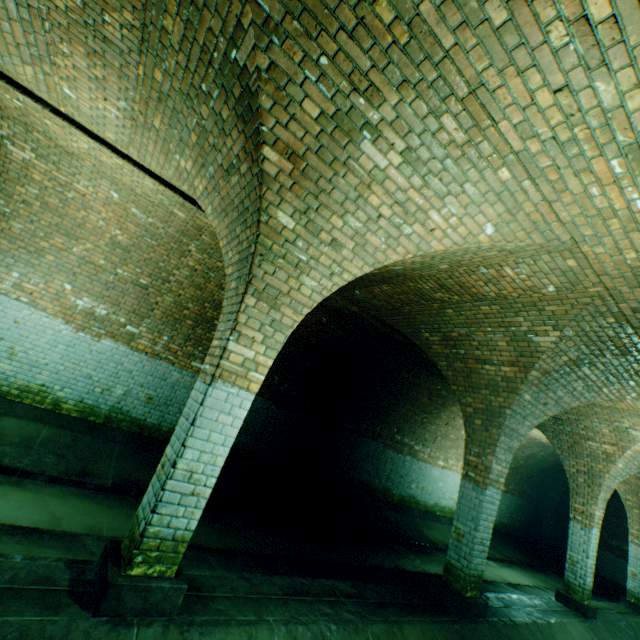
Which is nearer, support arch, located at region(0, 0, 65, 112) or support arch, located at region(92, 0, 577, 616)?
support arch, located at region(92, 0, 577, 616)

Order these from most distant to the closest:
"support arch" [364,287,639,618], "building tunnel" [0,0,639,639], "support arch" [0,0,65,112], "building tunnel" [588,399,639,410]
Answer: "building tunnel" [588,399,639,410] → "support arch" [364,287,639,618] → "support arch" [0,0,65,112] → "building tunnel" [0,0,639,639]

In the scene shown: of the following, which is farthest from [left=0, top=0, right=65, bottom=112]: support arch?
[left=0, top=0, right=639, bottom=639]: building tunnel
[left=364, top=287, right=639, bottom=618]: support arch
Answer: [left=364, top=287, right=639, bottom=618]: support arch

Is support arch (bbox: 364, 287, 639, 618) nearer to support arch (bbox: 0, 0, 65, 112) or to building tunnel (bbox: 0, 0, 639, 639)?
building tunnel (bbox: 0, 0, 639, 639)

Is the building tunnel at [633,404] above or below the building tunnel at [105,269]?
above

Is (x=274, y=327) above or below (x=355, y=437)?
above

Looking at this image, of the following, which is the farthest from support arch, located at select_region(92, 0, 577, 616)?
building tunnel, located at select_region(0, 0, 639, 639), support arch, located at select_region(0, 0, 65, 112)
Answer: support arch, located at select_region(0, 0, 65, 112)

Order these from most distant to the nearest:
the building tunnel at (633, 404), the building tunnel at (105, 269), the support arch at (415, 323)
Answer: the building tunnel at (633, 404)
the support arch at (415, 323)
the building tunnel at (105, 269)
